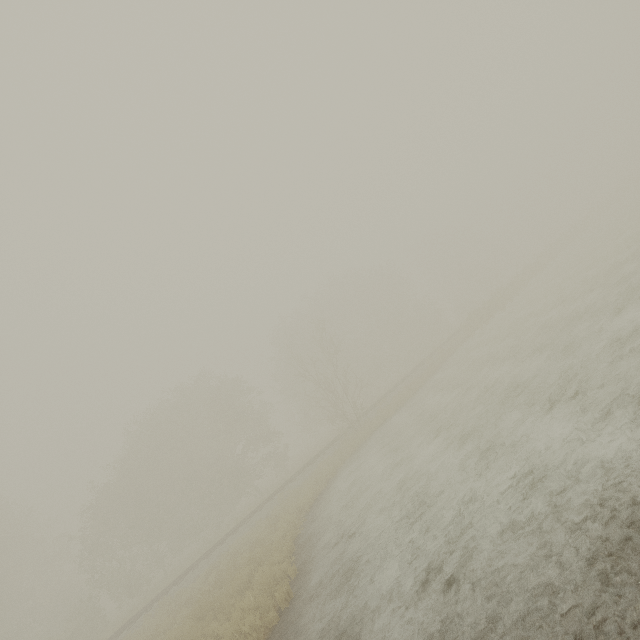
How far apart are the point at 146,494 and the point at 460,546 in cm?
3478
